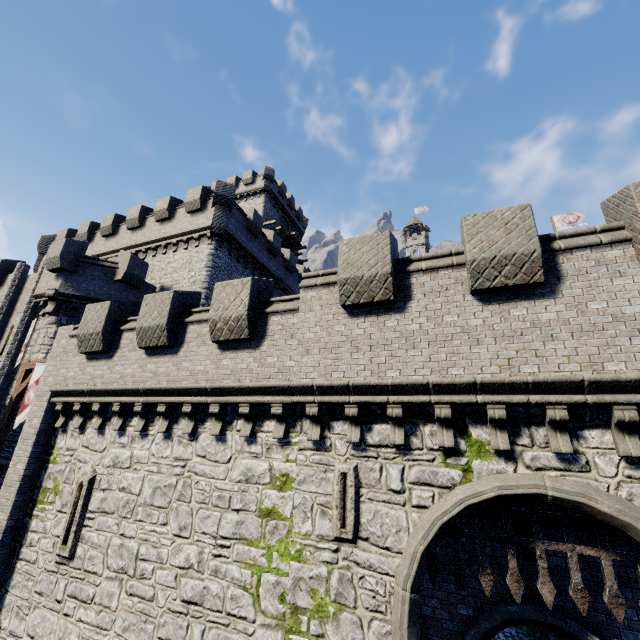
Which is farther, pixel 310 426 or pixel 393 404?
pixel 310 426

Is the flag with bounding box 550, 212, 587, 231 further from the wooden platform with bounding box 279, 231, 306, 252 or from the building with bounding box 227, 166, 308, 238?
the wooden platform with bounding box 279, 231, 306, 252

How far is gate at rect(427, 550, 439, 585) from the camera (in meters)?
6.55

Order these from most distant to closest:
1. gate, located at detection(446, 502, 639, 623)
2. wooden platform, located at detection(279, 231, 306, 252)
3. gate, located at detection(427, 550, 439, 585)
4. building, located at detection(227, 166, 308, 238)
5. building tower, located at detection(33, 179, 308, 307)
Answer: wooden platform, located at detection(279, 231, 306, 252) → building, located at detection(227, 166, 308, 238) → building tower, located at detection(33, 179, 308, 307) → gate, located at detection(427, 550, 439, 585) → gate, located at detection(446, 502, 639, 623)

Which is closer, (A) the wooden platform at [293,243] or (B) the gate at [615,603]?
(B) the gate at [615,603]

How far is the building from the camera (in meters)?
39.62

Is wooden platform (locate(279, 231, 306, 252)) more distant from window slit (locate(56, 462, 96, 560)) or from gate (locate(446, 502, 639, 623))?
gate (locate(446, 502, 639, 623))

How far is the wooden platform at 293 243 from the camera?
40.2 meters
